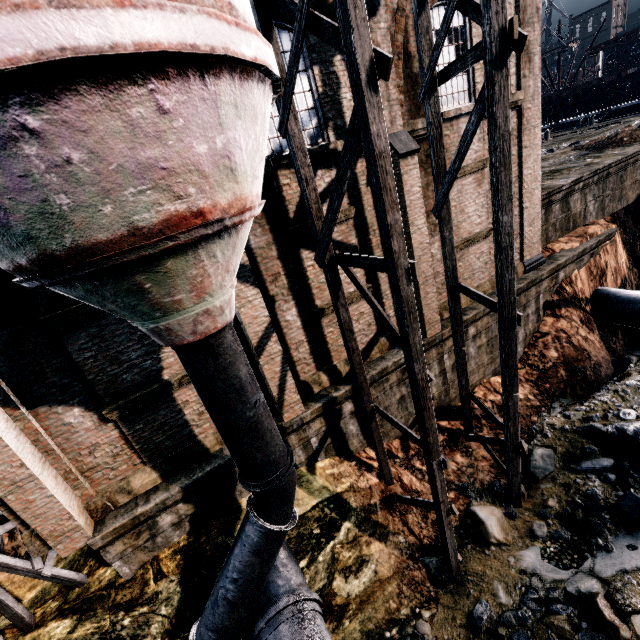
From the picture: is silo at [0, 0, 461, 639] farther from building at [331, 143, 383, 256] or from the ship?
the ship

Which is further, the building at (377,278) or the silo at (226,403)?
the building at (377,278)

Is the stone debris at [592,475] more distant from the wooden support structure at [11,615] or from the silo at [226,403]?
the wooden support structure at [11,615]

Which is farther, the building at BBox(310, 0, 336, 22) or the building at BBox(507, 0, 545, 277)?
the building at BBox(507, 0, 545, 277)

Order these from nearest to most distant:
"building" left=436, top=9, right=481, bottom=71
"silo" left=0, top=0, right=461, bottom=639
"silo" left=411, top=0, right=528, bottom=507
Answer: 1. "silo" left=0, top=0, right=461, bottom=639
2. "silo" left=411, top=0, right=528, bottom=507
3. "building" left=436, top=9, right=481, bottom=71

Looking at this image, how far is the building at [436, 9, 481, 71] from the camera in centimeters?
1011cm

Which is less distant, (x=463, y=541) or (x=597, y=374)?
(x=463, y=541)

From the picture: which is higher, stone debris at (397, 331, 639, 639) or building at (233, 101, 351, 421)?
building at (233, 101, 351, 421)
